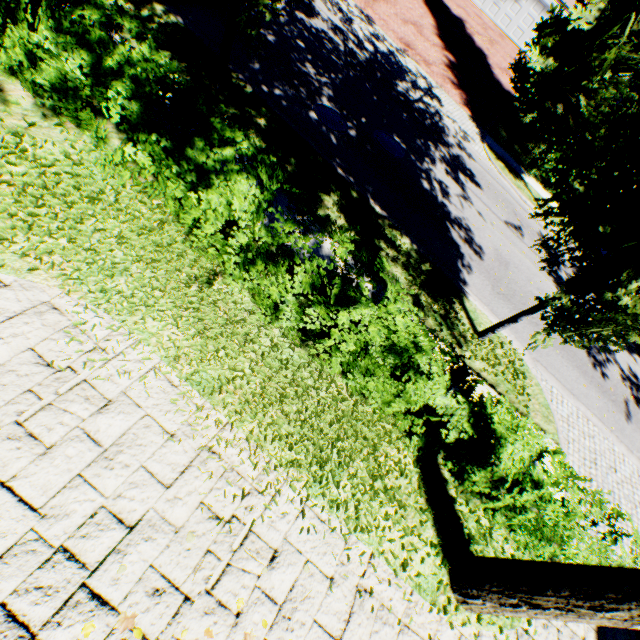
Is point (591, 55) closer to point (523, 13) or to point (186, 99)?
point (186, 99)

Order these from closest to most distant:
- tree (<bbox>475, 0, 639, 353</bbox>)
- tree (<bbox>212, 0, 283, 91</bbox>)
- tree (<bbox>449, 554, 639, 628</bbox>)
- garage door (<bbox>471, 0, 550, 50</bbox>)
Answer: tree (<bbox>449, 554, 639, 628</bbox>) < tree (<bbox>475, 0, 639, 353</bbox>) < tree (<bbox>212, 0, 283, 91</bbox>) < garage door (<bbox>471, 0, 550, 50</bbox>)

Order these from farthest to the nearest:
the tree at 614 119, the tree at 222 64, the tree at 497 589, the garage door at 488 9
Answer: the garage door at 488 9 → the tree at 222 64 → the tree at 614 119 → the tree at 497 589

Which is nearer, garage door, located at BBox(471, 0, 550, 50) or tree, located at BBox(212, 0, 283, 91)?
tree, located at BBox(212, 0, 283, 91)

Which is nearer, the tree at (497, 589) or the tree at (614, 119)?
the tree at (497, 589)

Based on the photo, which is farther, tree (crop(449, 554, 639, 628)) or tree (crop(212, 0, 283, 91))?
tree (crop(212, 0, 283, 91))
